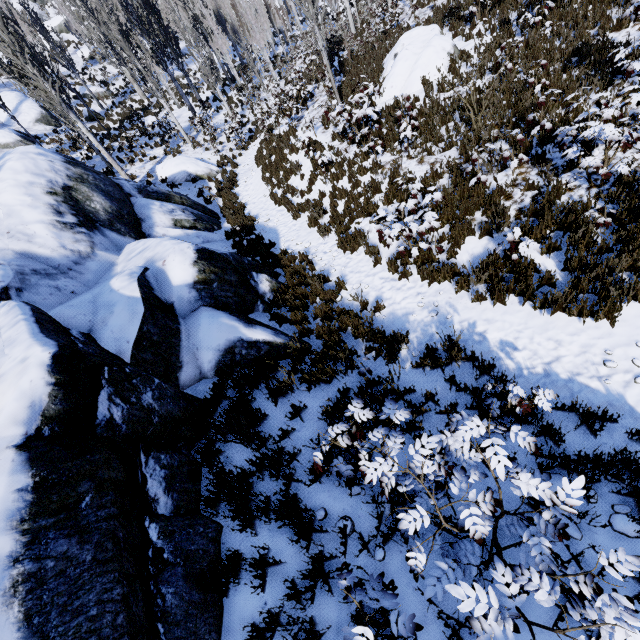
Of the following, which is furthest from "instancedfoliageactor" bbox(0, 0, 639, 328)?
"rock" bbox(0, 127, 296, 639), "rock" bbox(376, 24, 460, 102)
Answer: "rock" bbox(376, 24, 460, 102)

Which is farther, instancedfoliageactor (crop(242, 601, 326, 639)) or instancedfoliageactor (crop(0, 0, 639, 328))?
instancedfoliageactor (crop(0, 0, 639, 328))

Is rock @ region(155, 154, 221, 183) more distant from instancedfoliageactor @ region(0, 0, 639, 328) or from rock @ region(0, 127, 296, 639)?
rock @ region(0, 127, 296, 639)

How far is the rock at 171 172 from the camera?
16.3 meters

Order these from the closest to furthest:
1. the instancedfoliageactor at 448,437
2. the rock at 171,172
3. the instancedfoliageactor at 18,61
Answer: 1. the instancedfoliageactor at 448,437
2. the instancedfoliageactor at 18,61
3. the rock at 171,172

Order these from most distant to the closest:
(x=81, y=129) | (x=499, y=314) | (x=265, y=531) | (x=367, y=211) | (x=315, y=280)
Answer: (x=81, y=129) < (x=367, y=211) < (x=315, y=280) < (x=499, y=314) < (x=265, y=531)

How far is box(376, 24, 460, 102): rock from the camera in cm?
1091

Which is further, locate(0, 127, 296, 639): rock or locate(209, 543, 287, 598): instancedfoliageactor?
locate(209, 543, 287, 598): instancedfoliageactor
